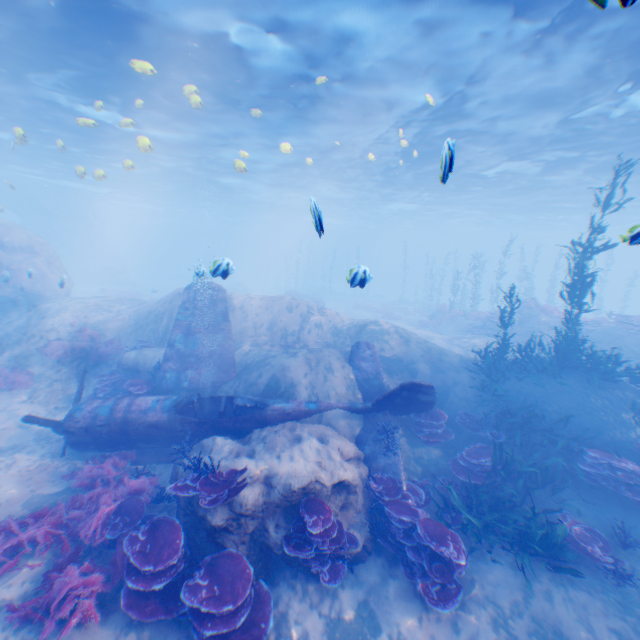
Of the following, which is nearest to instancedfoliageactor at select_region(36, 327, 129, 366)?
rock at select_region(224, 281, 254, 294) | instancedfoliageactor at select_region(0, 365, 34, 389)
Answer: instancedfoliageactor at select_region(0, 365, 34, 389)

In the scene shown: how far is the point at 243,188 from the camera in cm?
3619

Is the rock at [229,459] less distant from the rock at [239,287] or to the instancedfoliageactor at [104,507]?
the instancedfoliageactor at [104,507]

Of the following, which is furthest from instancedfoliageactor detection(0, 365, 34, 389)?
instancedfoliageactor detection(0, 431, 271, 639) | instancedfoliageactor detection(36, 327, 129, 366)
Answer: instancedfoliageactor detection(0, 431, 271, 639)

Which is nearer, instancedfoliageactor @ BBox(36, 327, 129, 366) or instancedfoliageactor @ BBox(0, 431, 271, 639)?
instancedfoliageactor @ BBox(0, 431, 271, 639)

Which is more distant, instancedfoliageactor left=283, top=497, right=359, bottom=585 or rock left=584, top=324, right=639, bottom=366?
rock left=584, top=324, right=639, bottom=366

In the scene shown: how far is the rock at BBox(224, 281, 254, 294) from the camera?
42.2m

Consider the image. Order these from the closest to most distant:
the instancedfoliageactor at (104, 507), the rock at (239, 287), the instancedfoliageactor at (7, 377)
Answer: the instancedfoliageactor at (104, 507) → the instancedfoliageactor at (7, 377) → the rock at (239, 287)
